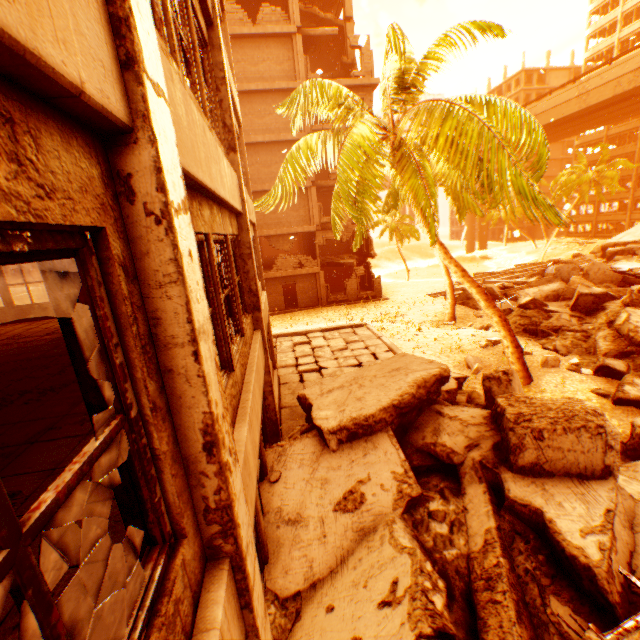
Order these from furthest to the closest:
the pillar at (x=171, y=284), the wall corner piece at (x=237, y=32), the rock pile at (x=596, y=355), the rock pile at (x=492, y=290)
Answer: the rock pile at (x=492, y=290)
the wall corner piece at (x=237, y=32)
the rock pile at (x=596, y=355)
the pillar at (x=171, y=284)

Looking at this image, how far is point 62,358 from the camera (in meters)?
6.34

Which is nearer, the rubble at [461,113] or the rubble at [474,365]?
the rubble at [461,113]

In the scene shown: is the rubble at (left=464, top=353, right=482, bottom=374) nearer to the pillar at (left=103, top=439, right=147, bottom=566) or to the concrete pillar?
the pillar at (left=103, top=439, right=147, bottom=566)

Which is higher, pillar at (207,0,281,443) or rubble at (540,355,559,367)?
pillar at (207,0,281,443)

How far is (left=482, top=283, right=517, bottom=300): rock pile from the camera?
20.9m

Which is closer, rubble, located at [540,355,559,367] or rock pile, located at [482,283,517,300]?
rubble, located at [540,355,559,367]

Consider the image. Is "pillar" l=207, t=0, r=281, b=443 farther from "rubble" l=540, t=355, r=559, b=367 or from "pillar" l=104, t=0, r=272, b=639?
"pillar" l=104, t=0, r=272, b=639
